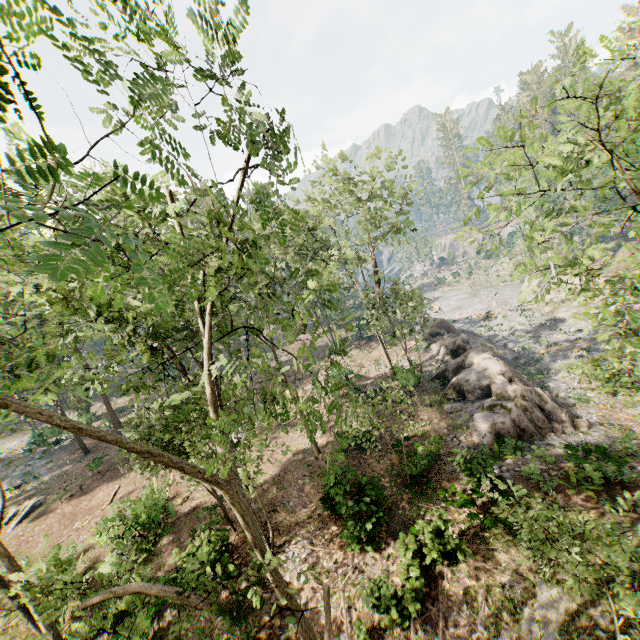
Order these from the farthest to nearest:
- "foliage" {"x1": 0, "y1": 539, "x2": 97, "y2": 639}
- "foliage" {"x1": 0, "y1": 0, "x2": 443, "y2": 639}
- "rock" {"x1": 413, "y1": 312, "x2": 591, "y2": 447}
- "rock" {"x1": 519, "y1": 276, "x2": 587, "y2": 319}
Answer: "rock" {"x1": 519, "y1": 276, "x2": 587, "y2": 319} < "rock" {"x1": 413, "y1": 312, "x2": 591, "y2": 447} < "foliage" {"x1": 0, "y1": 539, "x2": 97, "y2": 639} < "foliage" {"x1": 0, "y1": 0, "x2": 443, "y2": 639}

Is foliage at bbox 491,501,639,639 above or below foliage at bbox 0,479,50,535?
above

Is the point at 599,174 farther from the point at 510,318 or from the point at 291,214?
the point at 291,214

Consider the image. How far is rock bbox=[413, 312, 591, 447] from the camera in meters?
18.7

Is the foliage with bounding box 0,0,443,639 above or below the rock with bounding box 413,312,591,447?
above

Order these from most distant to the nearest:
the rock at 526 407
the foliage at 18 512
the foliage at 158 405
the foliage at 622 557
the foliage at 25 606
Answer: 1. the rock at 526 407
2. the foliage at 18 512
3. the foliage at 25 606
4. the foliage at 622 557
5. the foliage at 158 405

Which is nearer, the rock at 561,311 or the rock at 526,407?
the rock at 526,407
